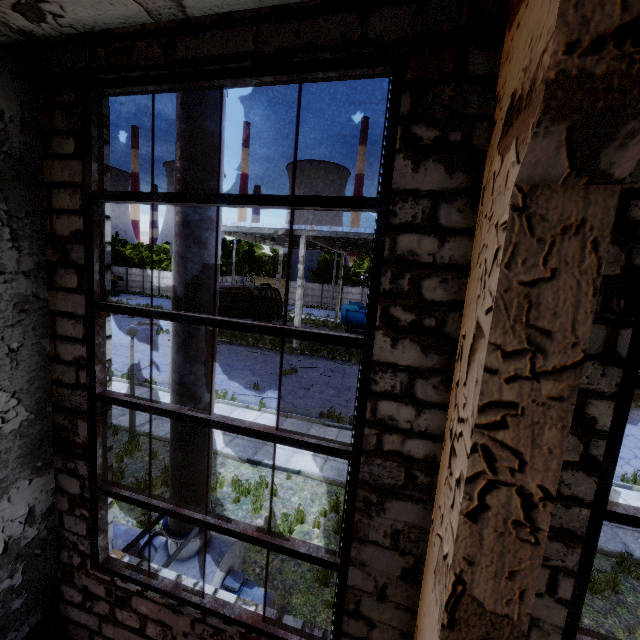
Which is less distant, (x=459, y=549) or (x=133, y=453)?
(x=459, y=549)

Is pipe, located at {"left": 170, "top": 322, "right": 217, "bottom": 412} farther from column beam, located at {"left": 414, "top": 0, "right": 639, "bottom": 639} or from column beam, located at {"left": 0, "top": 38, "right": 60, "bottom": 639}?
column beam, located at {"left": 414, "top": 0, "right": 639, "bottom": 639}

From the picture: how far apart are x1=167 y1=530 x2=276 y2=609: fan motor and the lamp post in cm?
467

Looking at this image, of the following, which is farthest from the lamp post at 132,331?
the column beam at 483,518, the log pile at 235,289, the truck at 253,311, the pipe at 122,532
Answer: the log pile at 235,289

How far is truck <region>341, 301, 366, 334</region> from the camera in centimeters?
2330cm

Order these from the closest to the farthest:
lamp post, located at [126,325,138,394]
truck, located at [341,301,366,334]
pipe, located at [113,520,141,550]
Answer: pipe, located at [113,520,141,550] → lamp post, located at [126,325,138,394] → truck, located at [341,301,366,334]

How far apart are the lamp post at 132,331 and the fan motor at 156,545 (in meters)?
4.67
